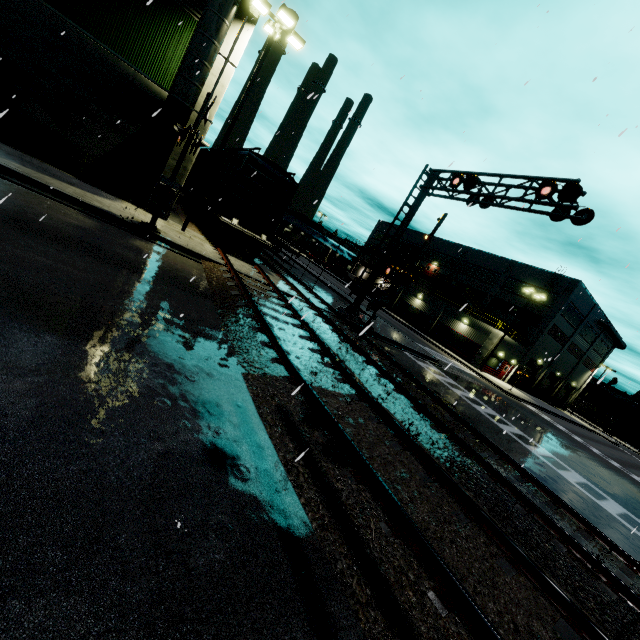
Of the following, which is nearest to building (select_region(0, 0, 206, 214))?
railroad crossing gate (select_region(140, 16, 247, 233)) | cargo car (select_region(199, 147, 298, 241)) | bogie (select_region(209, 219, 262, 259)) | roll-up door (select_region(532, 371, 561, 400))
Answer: roll-up door (select_region(532, 371, 561, 400))

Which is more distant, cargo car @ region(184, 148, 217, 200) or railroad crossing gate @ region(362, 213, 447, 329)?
cargo car @ region(184, 148, 217, 200)

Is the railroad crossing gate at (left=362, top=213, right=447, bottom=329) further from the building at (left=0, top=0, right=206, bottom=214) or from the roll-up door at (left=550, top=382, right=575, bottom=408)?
the roll-up door at (left=550, top=382, right=575, bottom=408)

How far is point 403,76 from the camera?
7.1 meters

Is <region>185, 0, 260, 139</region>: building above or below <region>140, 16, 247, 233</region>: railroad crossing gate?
above

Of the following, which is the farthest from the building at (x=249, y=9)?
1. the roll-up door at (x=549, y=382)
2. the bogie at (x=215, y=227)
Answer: the bogie at (x=215, y=227)

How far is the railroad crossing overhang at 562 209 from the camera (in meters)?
11.32

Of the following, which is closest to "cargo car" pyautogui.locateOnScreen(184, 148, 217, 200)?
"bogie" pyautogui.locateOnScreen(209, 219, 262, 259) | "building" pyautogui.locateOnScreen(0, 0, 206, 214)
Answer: "bogie" pyautogui.locateOnScreen(209, 219, 262, 259)
